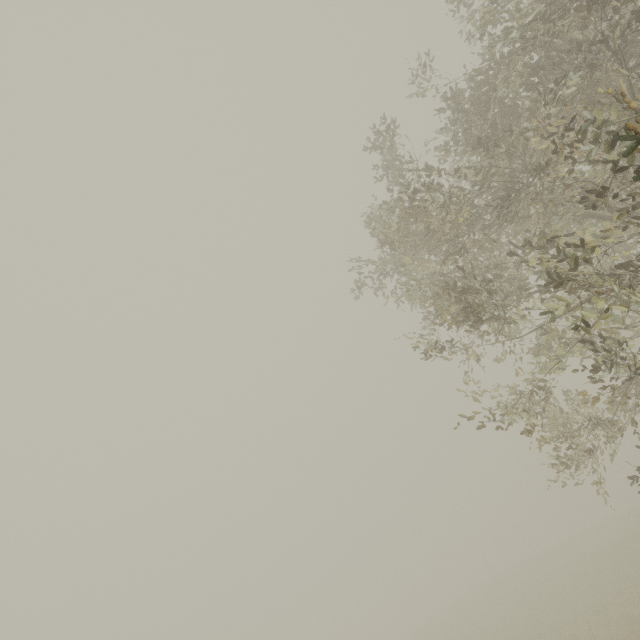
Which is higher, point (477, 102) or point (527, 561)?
point (477, 102)
